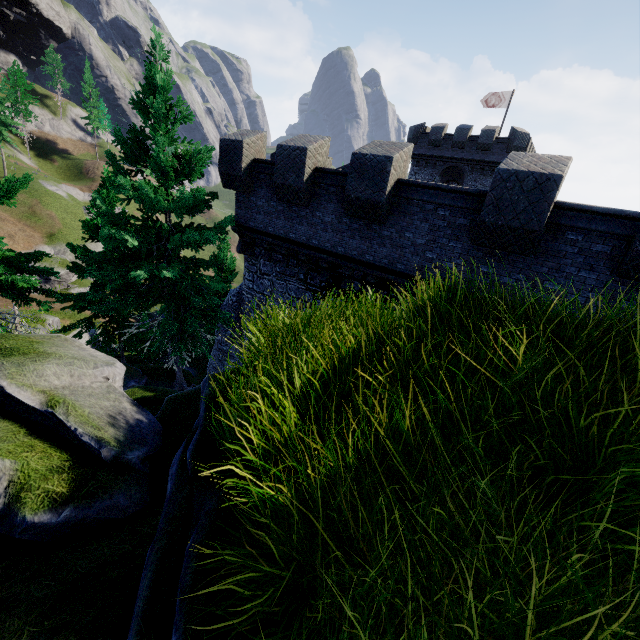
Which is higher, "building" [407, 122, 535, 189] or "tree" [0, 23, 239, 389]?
"building" [407, 122, 535, 189]

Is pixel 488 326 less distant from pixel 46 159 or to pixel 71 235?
pixel 71 235

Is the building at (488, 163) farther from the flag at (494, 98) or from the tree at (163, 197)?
the tree at (163, 197)

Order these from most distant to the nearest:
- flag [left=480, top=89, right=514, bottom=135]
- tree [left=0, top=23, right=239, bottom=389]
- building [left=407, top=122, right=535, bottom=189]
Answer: flag [left=480, top=89, right=514, bottom=135]
building [left=407, top=122, right=535, bottom=189]
tree [left=0, top=23, right=239, bottom=389]

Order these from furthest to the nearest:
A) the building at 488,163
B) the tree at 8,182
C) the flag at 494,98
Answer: the flag at 494,98 < the building at 488,163 < the tree at 8,182

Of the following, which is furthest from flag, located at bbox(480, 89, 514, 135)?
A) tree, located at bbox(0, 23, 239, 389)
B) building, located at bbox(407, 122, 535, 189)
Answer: tree, located at bbox(0, 23, 239, 389)

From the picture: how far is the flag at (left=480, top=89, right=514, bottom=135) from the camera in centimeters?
3173cm
